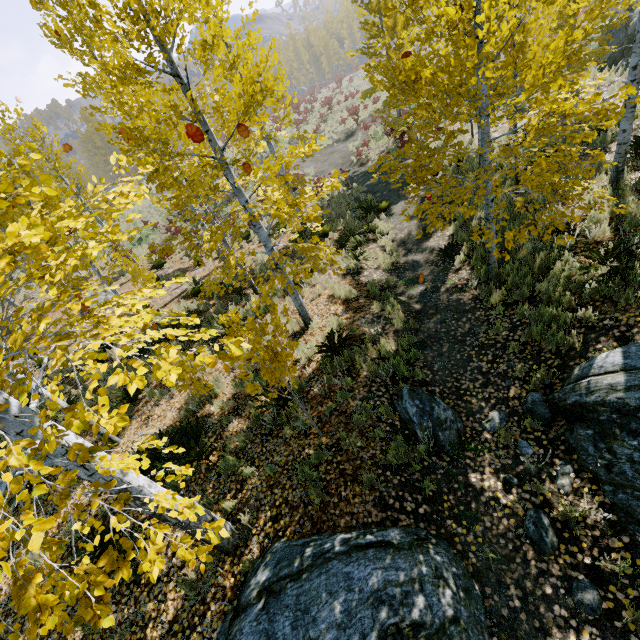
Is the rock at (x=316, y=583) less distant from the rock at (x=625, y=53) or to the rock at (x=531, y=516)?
the rock at (x=531, y=516)

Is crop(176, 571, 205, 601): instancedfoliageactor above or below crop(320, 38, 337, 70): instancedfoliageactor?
below

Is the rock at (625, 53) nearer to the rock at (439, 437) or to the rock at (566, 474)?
the rock at (566, 474)

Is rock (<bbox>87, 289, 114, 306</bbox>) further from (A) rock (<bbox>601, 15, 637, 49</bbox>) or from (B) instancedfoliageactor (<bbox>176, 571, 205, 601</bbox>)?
(A) rock (<bbox>601, 15, 637, 49</bbox>)

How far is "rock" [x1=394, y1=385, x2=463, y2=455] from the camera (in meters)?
5.02

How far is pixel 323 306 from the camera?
9.1 meters

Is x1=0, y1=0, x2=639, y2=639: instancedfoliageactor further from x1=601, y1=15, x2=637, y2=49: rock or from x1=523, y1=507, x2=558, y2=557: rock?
x1=601, y1=15, x2=637, y2=49: rock

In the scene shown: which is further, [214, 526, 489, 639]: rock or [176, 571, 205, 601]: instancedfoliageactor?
[176, 571, 205, 601]: instancedfoliageactor
